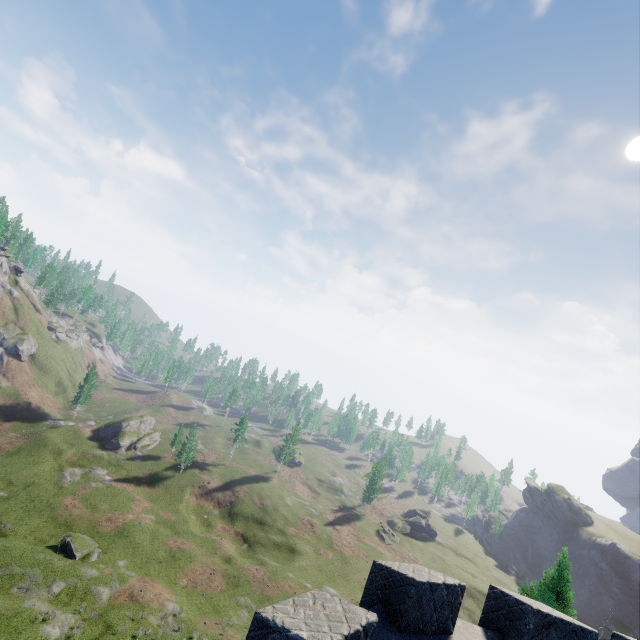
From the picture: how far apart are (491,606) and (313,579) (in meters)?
53.65
